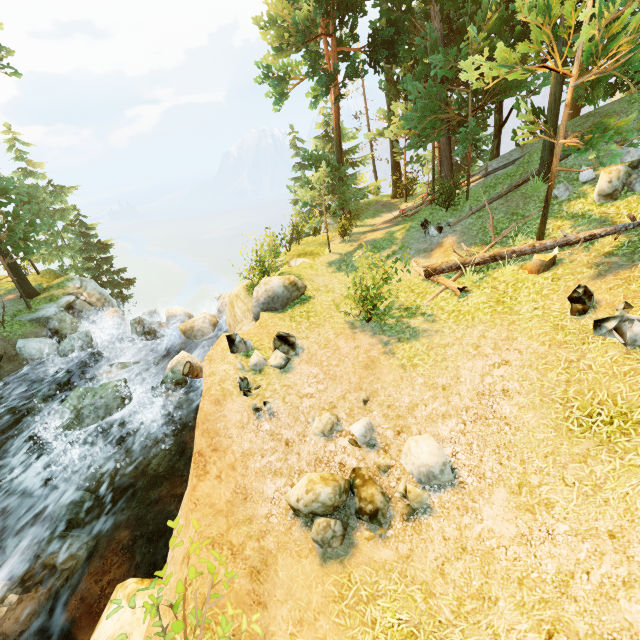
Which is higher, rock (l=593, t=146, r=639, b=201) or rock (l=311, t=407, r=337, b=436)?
rock (l=593, t=146, r=639, b=201)

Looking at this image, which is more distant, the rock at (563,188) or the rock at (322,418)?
the rock at (563,188)

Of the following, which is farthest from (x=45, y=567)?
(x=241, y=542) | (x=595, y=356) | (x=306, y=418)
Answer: → (x=595, y=356)

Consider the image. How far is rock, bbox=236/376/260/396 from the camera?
8.2 meters

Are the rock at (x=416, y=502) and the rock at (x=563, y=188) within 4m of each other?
no

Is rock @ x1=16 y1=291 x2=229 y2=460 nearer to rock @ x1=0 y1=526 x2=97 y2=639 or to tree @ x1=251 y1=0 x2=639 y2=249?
rock @ x1=0 y1=526 x2=97 y2=639

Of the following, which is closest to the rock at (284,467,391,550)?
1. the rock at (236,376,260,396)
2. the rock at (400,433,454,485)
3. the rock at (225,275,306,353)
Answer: the rock at (400,433,454,485)

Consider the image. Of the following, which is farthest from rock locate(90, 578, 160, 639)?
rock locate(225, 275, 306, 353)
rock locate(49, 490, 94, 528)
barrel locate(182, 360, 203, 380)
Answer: barrel locate(182, 360, 203, 380)
